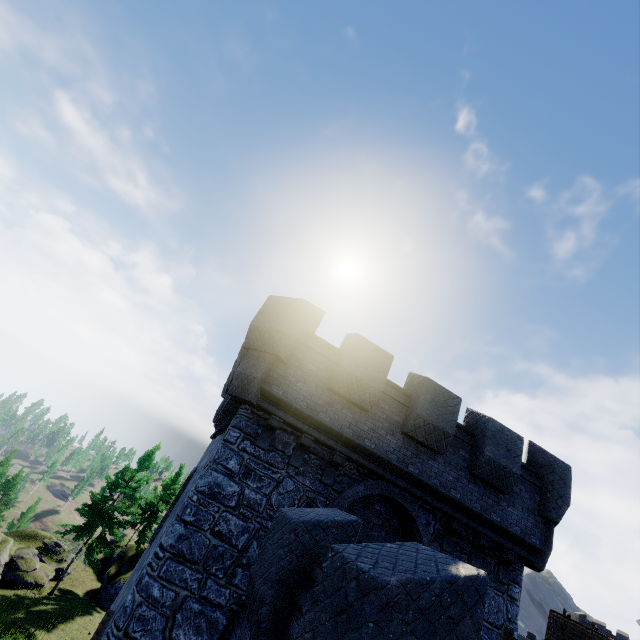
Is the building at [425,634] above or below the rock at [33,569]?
above

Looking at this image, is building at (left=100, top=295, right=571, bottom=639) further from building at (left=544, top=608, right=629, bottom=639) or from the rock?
the rock

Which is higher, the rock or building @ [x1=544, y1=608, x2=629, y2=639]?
building @ [x1=544, y1=608, x2=629, y2=639]

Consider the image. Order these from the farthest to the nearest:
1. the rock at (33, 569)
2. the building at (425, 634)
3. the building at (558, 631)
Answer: the rock at (33, 569) < the building at (558, 631) < the building at (425, 634)

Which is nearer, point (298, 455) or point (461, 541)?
point (298, 455)

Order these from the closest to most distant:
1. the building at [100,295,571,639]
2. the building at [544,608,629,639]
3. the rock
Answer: the building at [100,295,571,639] → the building at [544,608,629,639] → the rock

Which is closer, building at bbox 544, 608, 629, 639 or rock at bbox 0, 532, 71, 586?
building at bbox 544, 608, 629, 639
